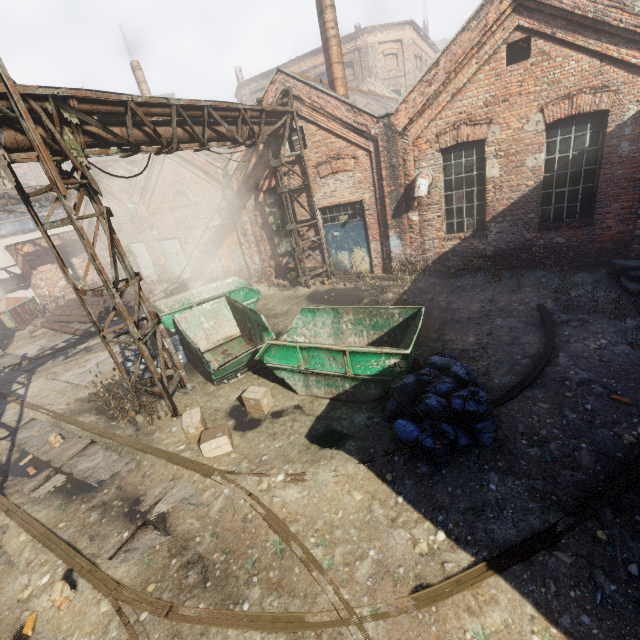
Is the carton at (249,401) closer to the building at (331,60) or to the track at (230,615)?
the track at (230,615)

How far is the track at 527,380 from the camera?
5.8m

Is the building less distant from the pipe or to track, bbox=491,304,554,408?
the pipe

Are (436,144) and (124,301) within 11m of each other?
no

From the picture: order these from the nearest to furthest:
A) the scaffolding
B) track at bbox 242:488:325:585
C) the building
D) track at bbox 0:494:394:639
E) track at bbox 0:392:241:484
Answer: track at bbox 0:494:394:639 < track at bbox 242:488:325:585 < track at bbox 0:392:241:484 < the scaffolding < the building

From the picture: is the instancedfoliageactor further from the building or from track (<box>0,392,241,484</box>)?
the building

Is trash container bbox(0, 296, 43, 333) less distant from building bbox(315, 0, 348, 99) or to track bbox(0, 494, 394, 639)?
track bbox(0, 494, 394, 639)

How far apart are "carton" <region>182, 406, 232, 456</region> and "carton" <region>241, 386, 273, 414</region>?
0.67m
